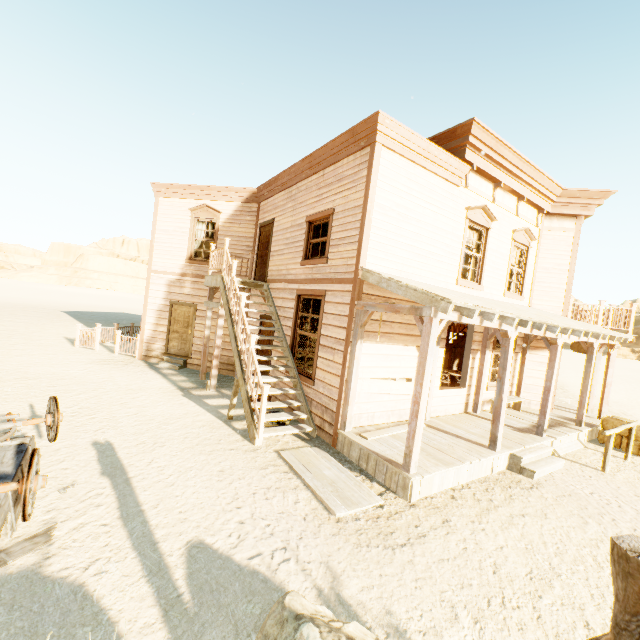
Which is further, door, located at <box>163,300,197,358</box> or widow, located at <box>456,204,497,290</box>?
door, located at <box>163,300,197,358</box>

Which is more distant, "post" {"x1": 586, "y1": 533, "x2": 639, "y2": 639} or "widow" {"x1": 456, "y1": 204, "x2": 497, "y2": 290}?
"widow" {"x1": 456, "y1": 204, "x2": 497, "y2": 290}

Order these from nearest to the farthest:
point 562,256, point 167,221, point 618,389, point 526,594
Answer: point 526,594 < point 562,256 < point 167,221 < point 618,389

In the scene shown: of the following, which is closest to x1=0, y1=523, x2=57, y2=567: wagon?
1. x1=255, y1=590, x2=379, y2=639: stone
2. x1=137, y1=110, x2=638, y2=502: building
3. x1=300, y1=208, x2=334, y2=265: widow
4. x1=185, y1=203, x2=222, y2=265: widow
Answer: x1=255, y1=590, x2=379, y2=639: stone

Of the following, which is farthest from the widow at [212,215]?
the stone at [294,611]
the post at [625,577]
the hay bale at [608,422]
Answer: the hay bale at [608,422]

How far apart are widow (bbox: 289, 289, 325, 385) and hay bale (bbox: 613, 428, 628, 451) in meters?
8.7

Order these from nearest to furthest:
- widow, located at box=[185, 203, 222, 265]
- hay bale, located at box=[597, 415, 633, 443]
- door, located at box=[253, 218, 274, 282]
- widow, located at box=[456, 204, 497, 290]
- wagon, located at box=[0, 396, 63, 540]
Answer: wagon, located at box=[0, 396, 63, 540] → widow, located at box=[456, 204, 497, 290] → hay bale, located at box=[597, 415, 633, 443] → door, located at box=[253, 218, 274, 282] → widow, located at box=[185, 203, 222, 265]

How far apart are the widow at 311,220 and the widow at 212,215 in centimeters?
489cm
